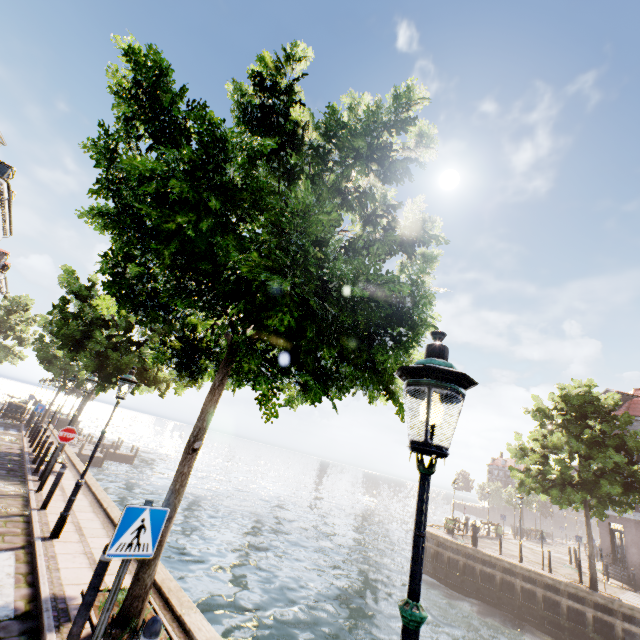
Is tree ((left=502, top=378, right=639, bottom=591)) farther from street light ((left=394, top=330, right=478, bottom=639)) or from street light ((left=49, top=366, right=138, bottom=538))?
street light ((left=394, top=330, right=478, bottom=639))

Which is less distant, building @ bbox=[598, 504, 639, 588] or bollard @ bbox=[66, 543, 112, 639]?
bollard @ bbox=[66, 543, 112, 639]

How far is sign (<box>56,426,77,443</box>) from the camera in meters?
10.1 m

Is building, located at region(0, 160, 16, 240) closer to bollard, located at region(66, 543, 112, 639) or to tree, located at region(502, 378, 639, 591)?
tree, located at region(502, 378, 639, 591)

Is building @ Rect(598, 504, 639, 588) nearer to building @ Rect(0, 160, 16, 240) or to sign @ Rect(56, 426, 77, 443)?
sign @ Rect(56, 426, 77, 443)

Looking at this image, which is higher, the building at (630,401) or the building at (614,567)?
the building at (630,401)

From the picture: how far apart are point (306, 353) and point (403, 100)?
4.9 meters

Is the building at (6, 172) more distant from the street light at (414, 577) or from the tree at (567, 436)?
the street light at (414, 577)
